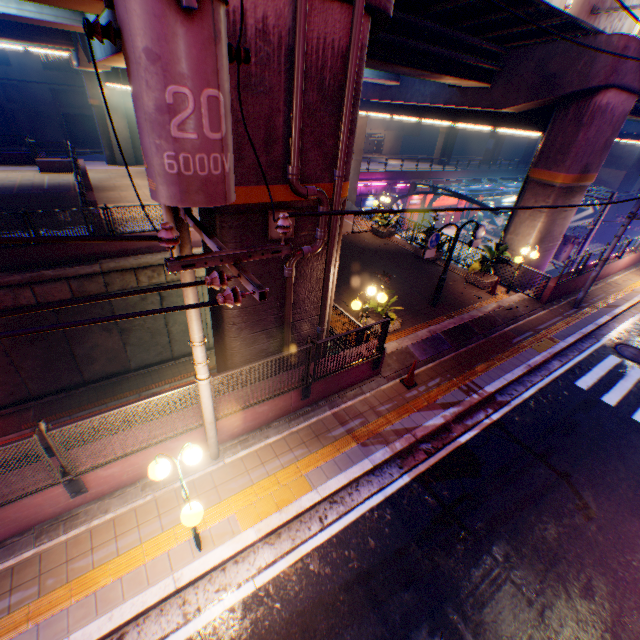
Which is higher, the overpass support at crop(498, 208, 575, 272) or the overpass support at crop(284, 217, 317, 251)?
the overpass support at crop(284, 217, 317, 251)

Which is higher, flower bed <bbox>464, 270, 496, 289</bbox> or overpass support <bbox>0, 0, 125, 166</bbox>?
overpass support <bbox>0, 0, 125, 166</bbox>

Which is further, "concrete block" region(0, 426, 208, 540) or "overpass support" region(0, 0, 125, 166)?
"overpass support" region(0, 0, 125, 166)

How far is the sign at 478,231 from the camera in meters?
10.6 m

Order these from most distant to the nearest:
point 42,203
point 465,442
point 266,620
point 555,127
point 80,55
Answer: point 42,203
point 80,55
point 555,127
point 465,442
point 266,620

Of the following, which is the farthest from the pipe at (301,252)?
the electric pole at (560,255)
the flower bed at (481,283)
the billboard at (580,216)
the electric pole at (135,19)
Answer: the billboard at (580,216)

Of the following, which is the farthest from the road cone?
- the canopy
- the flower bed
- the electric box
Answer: the canopy

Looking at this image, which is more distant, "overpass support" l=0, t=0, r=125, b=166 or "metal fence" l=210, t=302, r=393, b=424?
"overpass support" l=0, t=0, r=125, b=166
